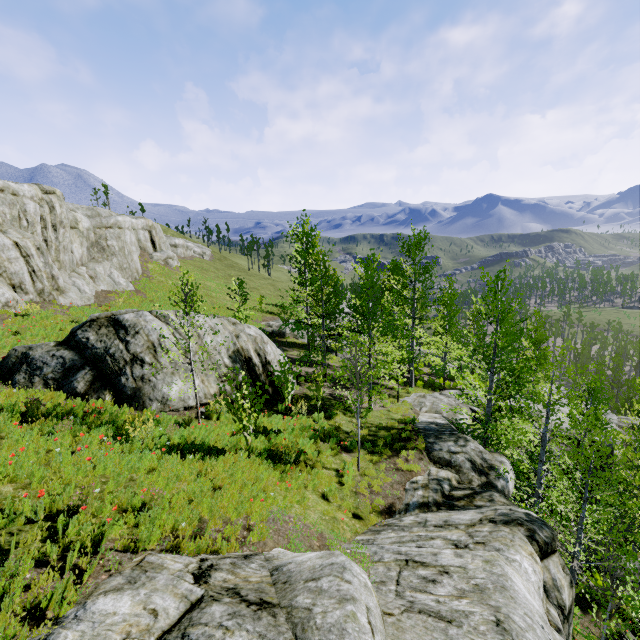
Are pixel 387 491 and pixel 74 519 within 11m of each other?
yes

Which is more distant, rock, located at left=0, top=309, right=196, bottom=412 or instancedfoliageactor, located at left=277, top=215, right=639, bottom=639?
rock, located at left=0, top=309, right=196, bottom=412

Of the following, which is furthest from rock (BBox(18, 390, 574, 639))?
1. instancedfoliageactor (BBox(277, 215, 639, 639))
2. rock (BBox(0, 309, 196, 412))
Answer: rock (BBox(0, 309, 196, 412))

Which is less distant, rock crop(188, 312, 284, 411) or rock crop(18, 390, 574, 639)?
rock crop(18, 390, 574, 639)

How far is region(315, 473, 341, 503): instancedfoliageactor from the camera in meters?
9.2

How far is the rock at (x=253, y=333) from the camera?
12.0m

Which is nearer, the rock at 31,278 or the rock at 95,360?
the rock at 95,360
